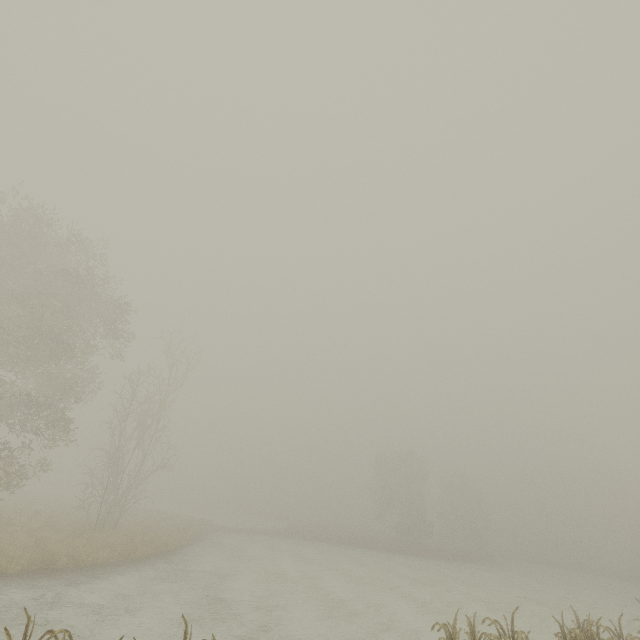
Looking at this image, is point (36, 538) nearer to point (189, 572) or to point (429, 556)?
point (189, 572)

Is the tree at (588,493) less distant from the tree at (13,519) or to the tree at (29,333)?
the tree at (29,333)

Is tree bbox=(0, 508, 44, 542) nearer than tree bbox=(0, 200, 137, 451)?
Yes

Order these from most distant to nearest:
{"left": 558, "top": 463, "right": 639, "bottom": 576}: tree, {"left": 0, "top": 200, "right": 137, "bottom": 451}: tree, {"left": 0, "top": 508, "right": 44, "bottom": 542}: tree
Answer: {"left": 558, "top": 463, "right": 639, "bottom": 576}: tree
{"left": 0, "top": 200, "right": 137, "bottom": 451}: tree
{"left": 0, "top": 508, "right": 44, "bottom": 542}: tree

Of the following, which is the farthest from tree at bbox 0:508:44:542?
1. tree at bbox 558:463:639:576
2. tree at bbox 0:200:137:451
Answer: tree at bbox 558:463:639:576

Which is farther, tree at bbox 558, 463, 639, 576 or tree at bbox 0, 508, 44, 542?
tree at bbox 558, 463, 639, 576

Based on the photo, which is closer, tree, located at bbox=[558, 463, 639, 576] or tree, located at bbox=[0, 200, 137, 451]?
tree, located at bbox=[0, 200, 137, 451]

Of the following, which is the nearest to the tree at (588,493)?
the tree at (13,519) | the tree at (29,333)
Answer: the tree at (29,333)
